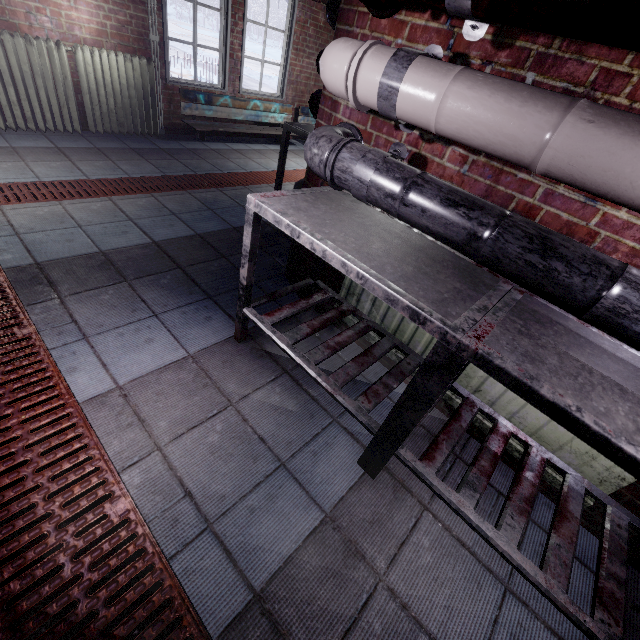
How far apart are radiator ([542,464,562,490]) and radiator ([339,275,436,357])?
0.12m

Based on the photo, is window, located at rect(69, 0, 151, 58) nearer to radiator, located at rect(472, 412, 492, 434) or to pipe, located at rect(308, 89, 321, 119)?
pipe, located at rect(308, 89, 321, 119)

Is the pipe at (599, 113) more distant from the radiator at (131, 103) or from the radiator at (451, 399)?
the radiator at (131, 103)

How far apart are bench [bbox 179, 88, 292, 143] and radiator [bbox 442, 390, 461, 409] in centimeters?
449cm

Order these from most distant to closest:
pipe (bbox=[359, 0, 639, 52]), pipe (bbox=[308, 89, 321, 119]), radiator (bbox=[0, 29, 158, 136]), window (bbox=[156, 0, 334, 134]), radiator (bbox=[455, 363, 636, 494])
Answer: window (bbox=[156, 0, 334, 134]) → radiator (bbox=[0, 29, 158, 136]) → pipe (bbox=[308, 89, 321, 119]) → radiator (bbox=[455, 363, 636, 494]) → pipe (bbox=[359, 0, 639, 52])

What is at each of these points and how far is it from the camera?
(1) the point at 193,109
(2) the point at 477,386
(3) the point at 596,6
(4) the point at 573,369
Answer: (1) bench, 4.4m
(2) radiator, 1.6m
(3) pipe, 0.7m
(4) table, 0.9m

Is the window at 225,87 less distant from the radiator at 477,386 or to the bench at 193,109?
the bench at 193,109
